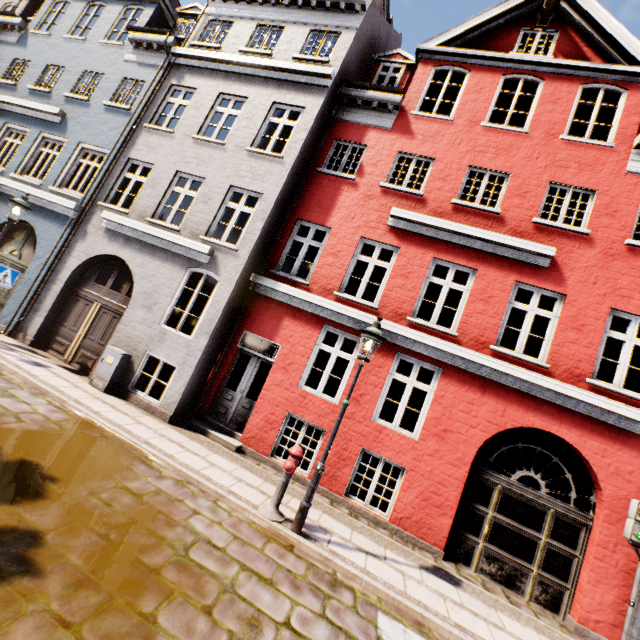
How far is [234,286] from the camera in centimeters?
841cm

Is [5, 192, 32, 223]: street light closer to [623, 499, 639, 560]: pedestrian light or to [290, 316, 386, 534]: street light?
[290, 316, 386, 534]: street light

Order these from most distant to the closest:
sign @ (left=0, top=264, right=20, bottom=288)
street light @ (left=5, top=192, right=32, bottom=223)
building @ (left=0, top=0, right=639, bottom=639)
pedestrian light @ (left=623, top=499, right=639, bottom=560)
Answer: street light @ (left=5, top=192, right=32, bottom=223), sign @ (left=0, top=264, right=20, bottom=288), building @ (left=0, top=0, right=639, bottom=639), pedestrian light @ (left=623, top=499, right=639, bottom=560)

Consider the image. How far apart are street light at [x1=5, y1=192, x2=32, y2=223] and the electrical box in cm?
420

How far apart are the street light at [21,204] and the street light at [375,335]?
9.51m

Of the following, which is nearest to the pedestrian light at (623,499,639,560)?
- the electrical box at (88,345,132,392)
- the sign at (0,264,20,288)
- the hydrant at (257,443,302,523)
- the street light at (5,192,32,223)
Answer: the hydrant at (257,443,302,523)

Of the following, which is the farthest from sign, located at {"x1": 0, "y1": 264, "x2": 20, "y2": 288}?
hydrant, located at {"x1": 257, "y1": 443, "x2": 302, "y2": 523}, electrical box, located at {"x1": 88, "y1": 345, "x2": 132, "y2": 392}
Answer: hydrant, located at {"x1": 257, "y1": 443, "x2": 302, "y2": 523}

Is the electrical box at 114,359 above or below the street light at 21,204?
below
